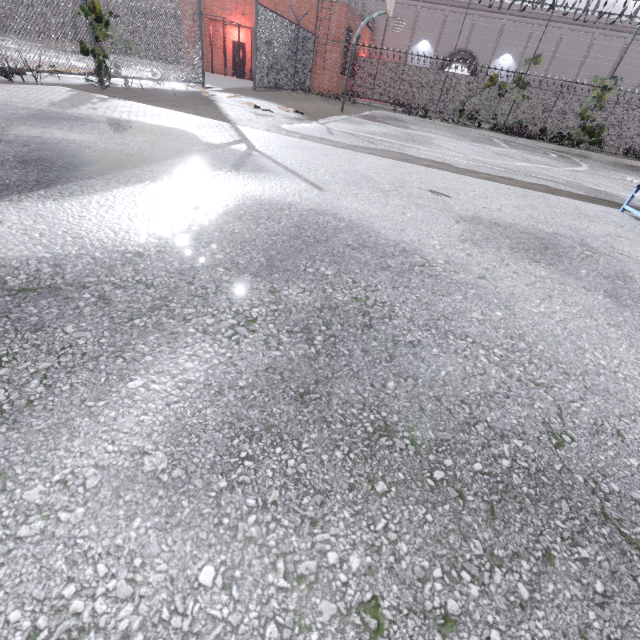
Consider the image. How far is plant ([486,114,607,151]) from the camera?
17.5 meters

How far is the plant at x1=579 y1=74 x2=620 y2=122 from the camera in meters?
16.5 m

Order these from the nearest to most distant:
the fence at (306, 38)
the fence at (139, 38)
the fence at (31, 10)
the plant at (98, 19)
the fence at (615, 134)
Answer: the fence at (31, 10) → the plant at (98, 19) → the fence at (139, 38) → the fence at (306, 38) → the fence at (615, 134)

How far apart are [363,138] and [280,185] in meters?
4.6

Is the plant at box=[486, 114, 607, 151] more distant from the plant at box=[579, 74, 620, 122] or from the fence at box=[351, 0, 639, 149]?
the plant at box=[579, 74, 620, 122]

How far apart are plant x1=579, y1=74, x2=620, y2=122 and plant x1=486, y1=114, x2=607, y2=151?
1.3m

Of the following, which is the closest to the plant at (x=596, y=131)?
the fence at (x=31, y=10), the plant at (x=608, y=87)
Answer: the fence at (x=31, y=10)

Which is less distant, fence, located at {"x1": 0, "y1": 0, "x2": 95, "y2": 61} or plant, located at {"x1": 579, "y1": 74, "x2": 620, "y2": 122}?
fence, located at {"x1": 0, "y1": 0, "x2": 95, "y2": 61}
